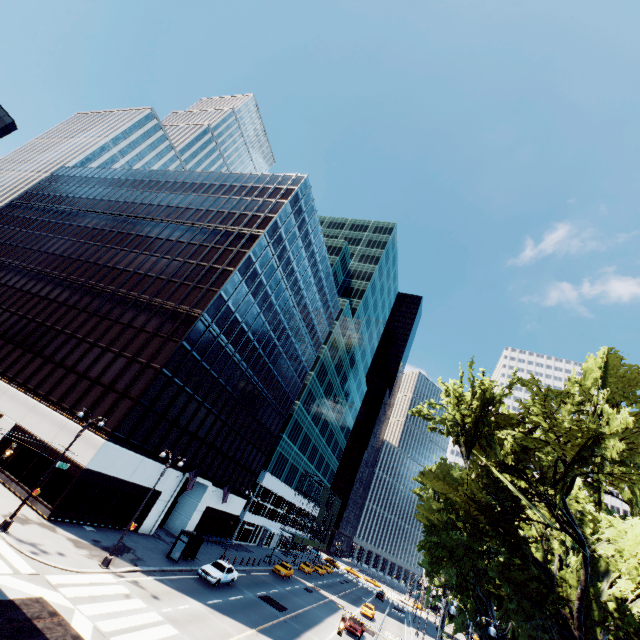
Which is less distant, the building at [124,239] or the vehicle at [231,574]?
the vehicle at [231,574]

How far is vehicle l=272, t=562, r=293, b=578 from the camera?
43.69m

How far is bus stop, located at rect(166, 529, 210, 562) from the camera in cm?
2812

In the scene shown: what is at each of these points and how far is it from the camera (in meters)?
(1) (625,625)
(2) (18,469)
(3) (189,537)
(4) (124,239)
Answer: (1) tree, 14.34
(2) building, 26.14
(3) bus stop, 28.70
(4) building, 45.00

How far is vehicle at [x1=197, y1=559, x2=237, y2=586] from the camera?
27.4m

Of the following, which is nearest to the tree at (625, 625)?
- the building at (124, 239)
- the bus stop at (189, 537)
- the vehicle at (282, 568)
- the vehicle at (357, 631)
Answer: the bus stop at (189, 537)

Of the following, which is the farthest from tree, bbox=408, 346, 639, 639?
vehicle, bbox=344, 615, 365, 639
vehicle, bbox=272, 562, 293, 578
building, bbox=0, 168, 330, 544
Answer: building, bbox=0, 168, 330, 544

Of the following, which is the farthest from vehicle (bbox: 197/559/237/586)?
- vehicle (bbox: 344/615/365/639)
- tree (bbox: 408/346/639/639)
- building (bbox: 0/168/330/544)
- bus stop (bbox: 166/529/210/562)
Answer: tree (bbox: 408/346/639/639)
